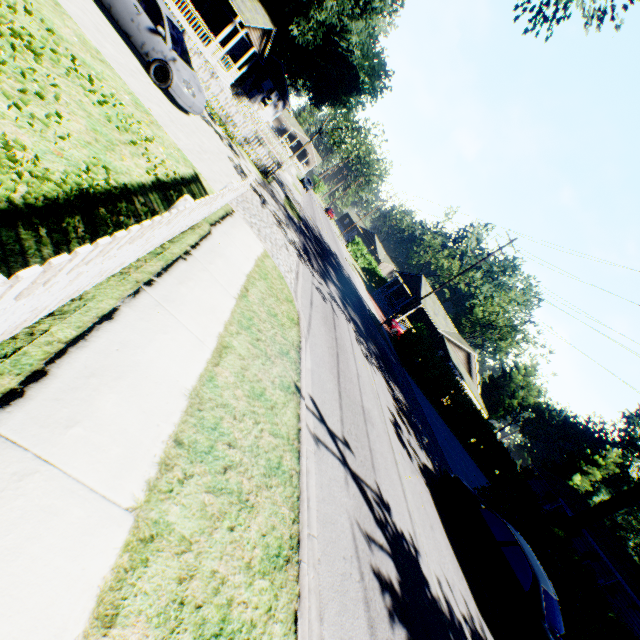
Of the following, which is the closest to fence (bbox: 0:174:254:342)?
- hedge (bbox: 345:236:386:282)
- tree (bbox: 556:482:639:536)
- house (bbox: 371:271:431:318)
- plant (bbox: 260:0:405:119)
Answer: plant (bbox: 260:0:405:119)

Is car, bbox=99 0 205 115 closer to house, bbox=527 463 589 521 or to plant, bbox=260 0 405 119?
plant, bbox=260 0 405 119

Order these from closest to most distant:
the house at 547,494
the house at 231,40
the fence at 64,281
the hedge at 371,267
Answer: the fence at 64,281 → the house at 231,40 → the house at 547,494 → the hedge at 371,267

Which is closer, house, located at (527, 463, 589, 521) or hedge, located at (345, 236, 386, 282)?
house, located at (527, 463, 589, 521)

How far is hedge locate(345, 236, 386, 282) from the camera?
56.7m

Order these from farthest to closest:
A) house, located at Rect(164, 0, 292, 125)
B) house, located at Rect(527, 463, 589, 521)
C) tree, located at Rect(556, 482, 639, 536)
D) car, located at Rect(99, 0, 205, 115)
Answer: house, located at Rect(527, 463, 589, 521), house, located at Rect(164, 0, 292, 125), tree, located at Rect(556, 482, 639, 536), car, located at Rect(99, 0, 205, 115)

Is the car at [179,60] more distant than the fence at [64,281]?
Yes

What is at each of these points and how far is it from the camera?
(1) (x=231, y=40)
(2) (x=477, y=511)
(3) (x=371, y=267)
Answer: (1) house, 34.2m
(2) car, 9.8m
(3) hedge, 58.7m
